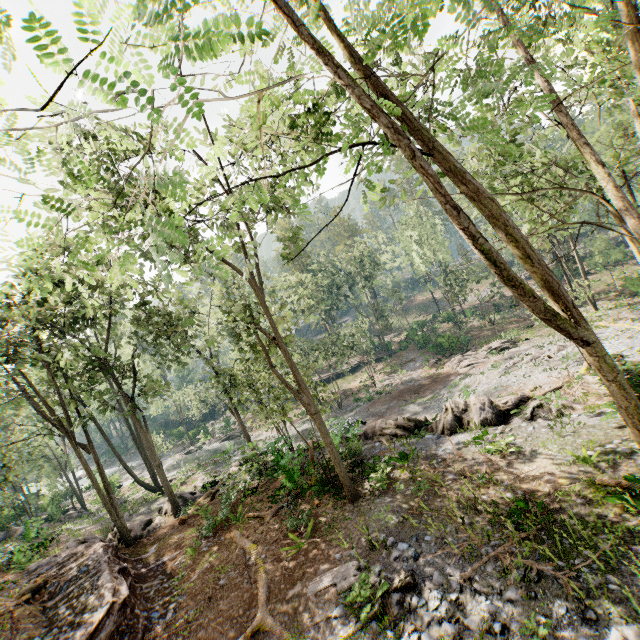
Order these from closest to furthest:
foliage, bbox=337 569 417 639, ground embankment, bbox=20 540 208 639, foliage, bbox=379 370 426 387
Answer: foliage, bbox=337 569 417 639, ground embankment, bbox=20 540 208 639, foliage, bbox=379 370 426 387

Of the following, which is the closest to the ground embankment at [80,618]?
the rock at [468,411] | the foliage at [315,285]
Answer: the foliage at [315,285]

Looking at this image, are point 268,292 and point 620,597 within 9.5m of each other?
no

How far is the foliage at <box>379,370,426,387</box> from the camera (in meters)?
35.97

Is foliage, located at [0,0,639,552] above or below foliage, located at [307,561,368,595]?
above

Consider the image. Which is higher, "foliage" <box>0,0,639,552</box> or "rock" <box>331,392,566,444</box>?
"foliage" <box>0,0,639,552</box>
